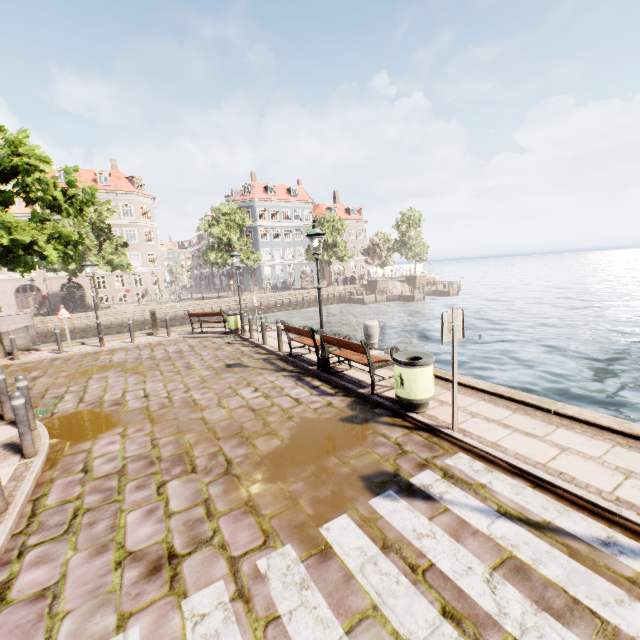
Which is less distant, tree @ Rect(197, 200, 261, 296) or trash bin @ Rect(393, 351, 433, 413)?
trash bin @ Rect(393, 351, 433, 413)

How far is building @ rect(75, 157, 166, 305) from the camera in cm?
3956

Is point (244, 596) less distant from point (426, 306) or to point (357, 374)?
point (357, 374)

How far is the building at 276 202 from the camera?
49.53m

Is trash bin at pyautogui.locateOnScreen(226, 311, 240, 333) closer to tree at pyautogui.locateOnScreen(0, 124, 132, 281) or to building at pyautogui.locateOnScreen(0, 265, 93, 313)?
tree at pyautogui.locateOnScreen(0, 124, 132, 281)

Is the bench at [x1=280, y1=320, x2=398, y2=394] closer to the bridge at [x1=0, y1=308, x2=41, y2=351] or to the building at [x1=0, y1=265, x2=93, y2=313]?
the building at [x1=0, y1=265, x2=93, y2=313]

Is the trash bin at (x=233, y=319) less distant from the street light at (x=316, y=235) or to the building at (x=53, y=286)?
the street light at (x=316, y=235)

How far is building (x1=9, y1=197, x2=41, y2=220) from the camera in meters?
35.2
